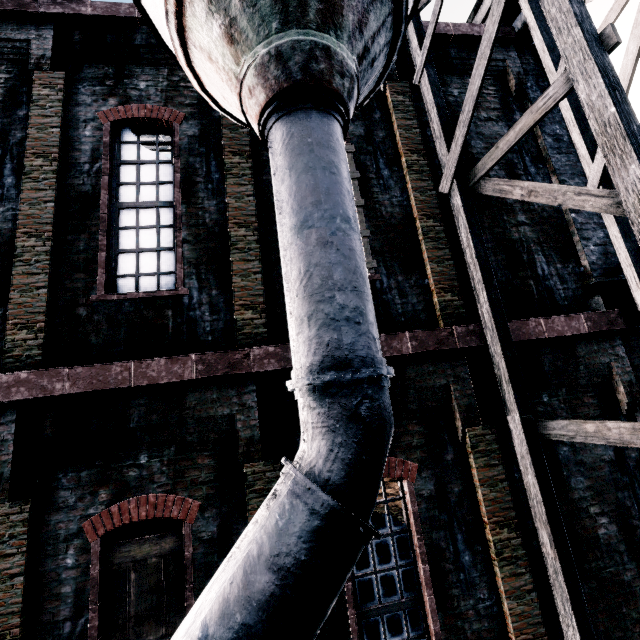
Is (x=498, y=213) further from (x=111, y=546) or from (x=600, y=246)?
(x=111, y=546)

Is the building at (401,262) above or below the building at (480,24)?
below

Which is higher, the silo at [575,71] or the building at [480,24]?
the building at [480,24]

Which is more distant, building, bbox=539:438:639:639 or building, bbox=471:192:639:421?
building, bbox=471:192:639:421

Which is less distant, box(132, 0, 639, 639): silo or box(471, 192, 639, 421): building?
box(132, 0, 639, 639): silo

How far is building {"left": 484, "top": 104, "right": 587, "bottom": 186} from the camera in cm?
745

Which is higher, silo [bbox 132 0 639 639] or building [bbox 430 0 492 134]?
building [bbox 430 0 492 134]
